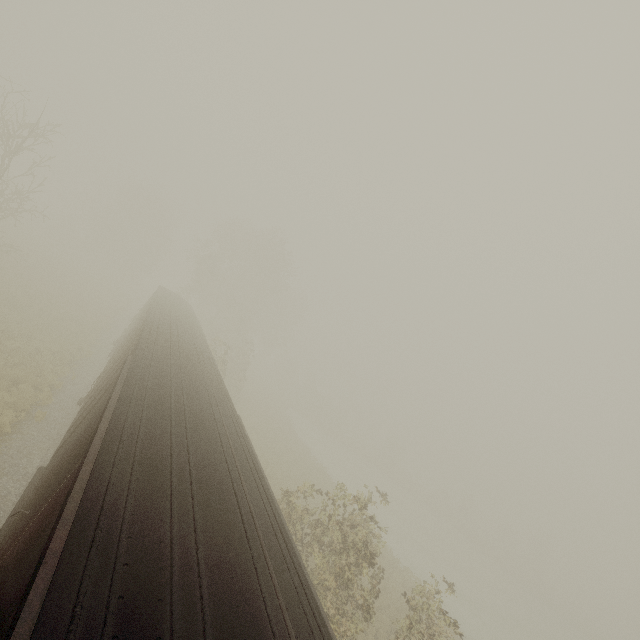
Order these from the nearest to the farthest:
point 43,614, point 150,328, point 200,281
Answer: point 43,614
point 150,328
point 200,281

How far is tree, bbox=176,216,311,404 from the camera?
33.91m

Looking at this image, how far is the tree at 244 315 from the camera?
33.9 meters

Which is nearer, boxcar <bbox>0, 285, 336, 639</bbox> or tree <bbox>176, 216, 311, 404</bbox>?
boxcar <bbox>0, 285, 336, 639</bbox>

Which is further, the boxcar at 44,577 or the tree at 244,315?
the tree at 244,315
